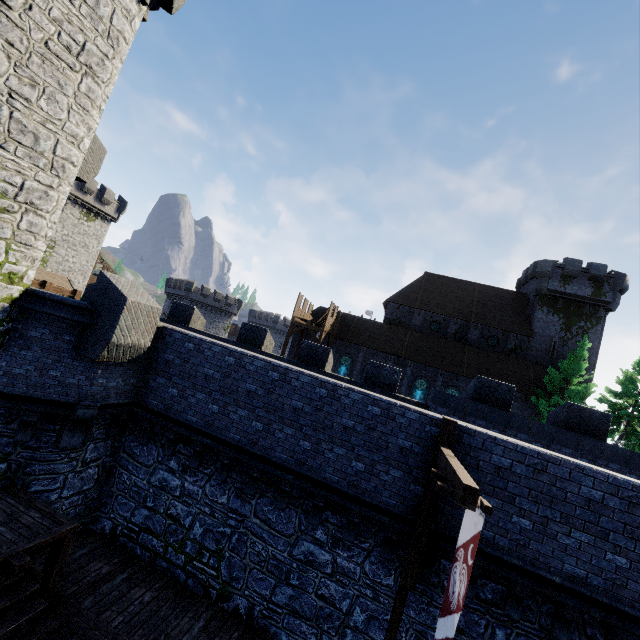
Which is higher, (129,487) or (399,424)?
(399,424)

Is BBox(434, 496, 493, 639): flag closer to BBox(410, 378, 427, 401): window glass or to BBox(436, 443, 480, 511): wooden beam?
BBox(436, 443, 480, 511): wooden beam

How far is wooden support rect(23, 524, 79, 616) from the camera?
6.9 meters

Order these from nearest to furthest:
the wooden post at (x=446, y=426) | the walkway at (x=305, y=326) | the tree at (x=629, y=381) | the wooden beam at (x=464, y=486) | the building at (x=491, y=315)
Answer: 1. the wooden beam at (x=464, y=486)
2. the wooden post at (x=446, y=426)
3. the tree at (x=629, y=381)
4. the walkway at (x=305, y=326)
5. the building at (x=491, y=315)

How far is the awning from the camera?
36.3 meters

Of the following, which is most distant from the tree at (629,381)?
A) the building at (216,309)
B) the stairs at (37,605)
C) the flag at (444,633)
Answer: the building at (216,309)

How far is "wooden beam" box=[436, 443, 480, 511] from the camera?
4.81m

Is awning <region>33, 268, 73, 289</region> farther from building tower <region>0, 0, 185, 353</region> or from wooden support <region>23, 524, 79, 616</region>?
wooden support <region>23, 524, 79, 616</region>
